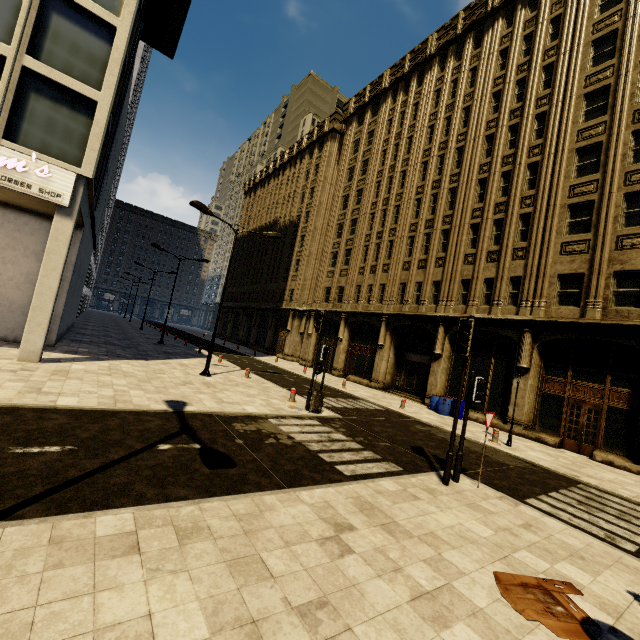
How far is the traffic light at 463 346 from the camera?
7.40m

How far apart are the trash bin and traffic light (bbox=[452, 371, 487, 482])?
5.3 meters

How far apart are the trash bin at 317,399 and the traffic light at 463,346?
5.4m

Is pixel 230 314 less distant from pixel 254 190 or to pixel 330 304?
pixel 254 190

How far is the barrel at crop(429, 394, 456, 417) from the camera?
17.88m

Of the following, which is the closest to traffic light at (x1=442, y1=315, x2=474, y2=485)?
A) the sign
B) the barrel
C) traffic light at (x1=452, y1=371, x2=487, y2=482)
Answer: traffic light at (x1=452, y1=371, x2=487, y2=482)

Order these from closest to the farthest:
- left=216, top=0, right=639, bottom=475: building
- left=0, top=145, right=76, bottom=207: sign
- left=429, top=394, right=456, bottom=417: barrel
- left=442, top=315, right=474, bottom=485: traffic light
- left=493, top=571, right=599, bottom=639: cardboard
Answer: left=493, top=571, right=599, bottom=639: cardboard, left=442, top=315, right=474, bottom=485: traffic light, left=0, top=145, right=76, bottom=207: sign, left=216, top=0, right=639, bottom=475: building, left=429, top=394, right=456, bottom=417: barrel

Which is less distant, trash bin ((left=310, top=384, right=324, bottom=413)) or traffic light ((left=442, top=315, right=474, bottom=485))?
traffic light ((left=442, top=315, right=474, bottom=485))
